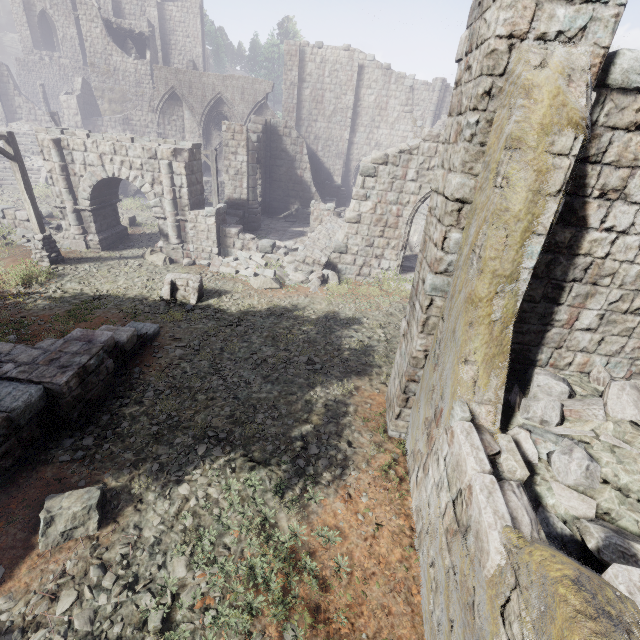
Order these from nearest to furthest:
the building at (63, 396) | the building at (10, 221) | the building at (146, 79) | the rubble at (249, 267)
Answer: the building at (63, 396) < the rubble at (249, 267) < the building at (10, 221) < the building at (146, 79)

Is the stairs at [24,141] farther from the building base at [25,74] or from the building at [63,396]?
the building base at [25,74]

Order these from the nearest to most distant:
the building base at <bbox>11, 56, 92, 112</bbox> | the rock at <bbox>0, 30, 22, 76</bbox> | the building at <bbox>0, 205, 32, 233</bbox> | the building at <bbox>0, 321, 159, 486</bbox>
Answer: the building at <bbox>0, 321, 159, 486</bbox>
the building at <bbox>0, 205, 32, 233</bbox>
the building base at <bbox>11, 56, 92, 112</bbox>
the rock at <bbox>0, 30, 22, 76</bbox>

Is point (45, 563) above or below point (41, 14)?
below

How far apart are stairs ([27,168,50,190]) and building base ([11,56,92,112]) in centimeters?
2389cm

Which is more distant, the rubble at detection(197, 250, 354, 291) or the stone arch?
the rubble at detection(197, 250, 354, 291)

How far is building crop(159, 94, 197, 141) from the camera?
29.06m

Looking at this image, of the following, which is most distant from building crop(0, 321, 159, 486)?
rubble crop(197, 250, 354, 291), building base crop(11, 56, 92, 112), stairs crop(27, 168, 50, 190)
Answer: stairs crop(27, 168, 50, 190)
